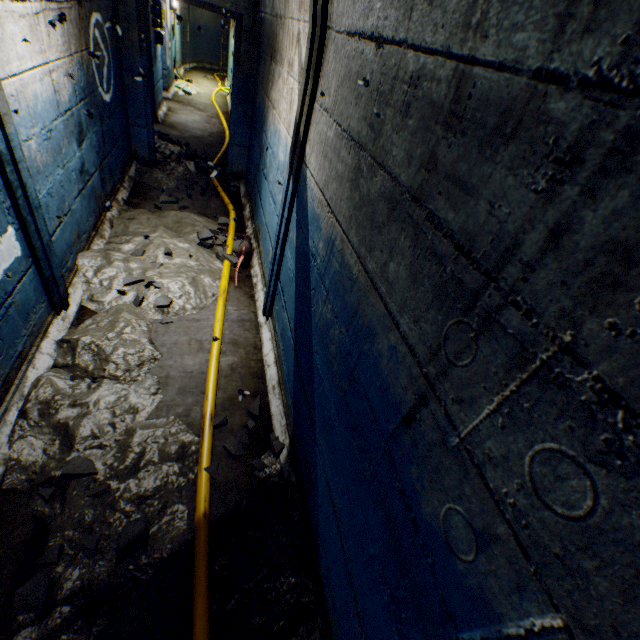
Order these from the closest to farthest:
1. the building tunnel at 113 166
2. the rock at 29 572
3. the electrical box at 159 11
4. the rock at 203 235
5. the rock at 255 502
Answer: the building tunnel at 113 166 → the rock at 29 572 → the rock at 255 502 → the rock at 203 235 → the electrical box at 159 11

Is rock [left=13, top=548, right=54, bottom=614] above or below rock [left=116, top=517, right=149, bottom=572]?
below

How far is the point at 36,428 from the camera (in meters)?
1.95

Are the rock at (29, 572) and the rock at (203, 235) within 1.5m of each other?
no

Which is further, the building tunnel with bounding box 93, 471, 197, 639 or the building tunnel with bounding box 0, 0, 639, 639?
the building tunnel with bounding box 93, 471, 197, 639

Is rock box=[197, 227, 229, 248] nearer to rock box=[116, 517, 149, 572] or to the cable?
the cable

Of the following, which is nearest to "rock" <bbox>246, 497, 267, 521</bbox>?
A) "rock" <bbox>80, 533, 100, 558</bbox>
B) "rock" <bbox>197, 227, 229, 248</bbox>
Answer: "rock" <bbox>80, 533, 100, 558</bbox>

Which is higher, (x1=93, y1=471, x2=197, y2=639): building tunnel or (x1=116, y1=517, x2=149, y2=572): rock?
(x1=116, y1=517, x2=149, y2=572): rock
